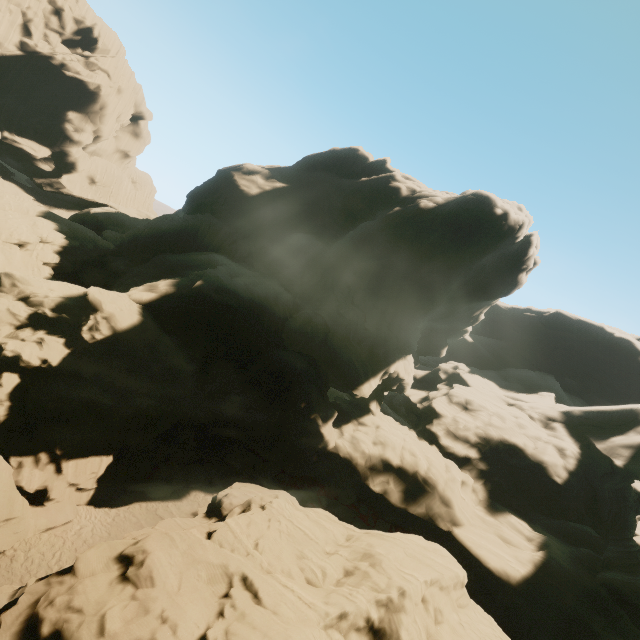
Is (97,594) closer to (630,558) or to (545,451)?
(630,558)

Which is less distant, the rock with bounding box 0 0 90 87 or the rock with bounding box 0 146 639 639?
the rock with bounding box 0 146 639 639

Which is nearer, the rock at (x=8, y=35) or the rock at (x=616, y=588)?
the rock at (x=616, y=588)
